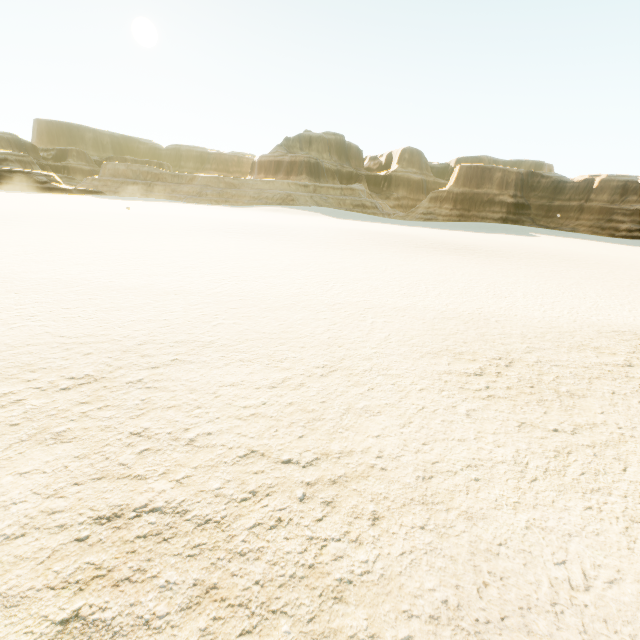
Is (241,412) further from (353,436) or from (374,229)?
(374,229)
